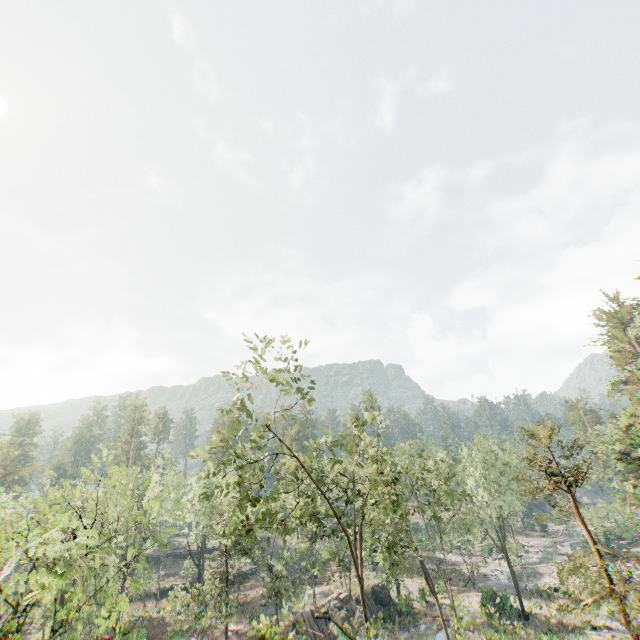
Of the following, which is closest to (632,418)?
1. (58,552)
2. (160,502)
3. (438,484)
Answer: (438,484)

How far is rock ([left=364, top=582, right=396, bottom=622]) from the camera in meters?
40.0

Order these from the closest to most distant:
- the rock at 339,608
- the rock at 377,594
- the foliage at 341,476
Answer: the foliage at 341,476, the rock at 339,608, the rock at 377,594

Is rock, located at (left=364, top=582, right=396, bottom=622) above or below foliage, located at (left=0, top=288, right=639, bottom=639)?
below

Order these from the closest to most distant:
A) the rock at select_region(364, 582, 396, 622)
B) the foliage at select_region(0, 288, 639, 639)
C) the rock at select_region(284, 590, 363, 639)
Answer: the foliage at select_region(0, 288, 639, 639)
the rock at select_region(284, 590, 363, 639)
the rock at select_region(364, 582, 396, 622)

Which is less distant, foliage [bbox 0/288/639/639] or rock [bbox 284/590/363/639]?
foliage [bbox 0/288/639/639]

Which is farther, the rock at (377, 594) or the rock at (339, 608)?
the rock at (377, 594)
